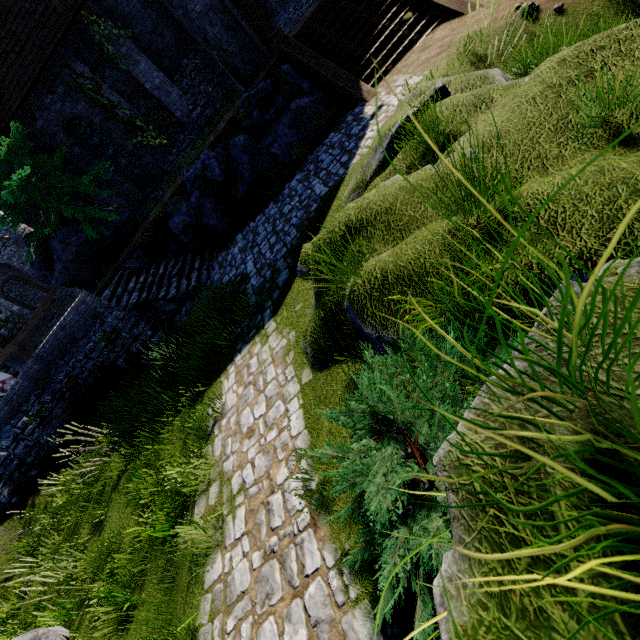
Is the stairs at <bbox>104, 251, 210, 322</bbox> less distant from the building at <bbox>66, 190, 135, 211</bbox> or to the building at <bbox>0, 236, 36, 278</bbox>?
the building at <bbox>66, 190, 135, 211</bbox>

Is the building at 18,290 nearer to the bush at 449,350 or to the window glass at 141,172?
the window glass at 141,172

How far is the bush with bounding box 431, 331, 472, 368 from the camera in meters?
2.5 m

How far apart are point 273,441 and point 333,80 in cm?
1050

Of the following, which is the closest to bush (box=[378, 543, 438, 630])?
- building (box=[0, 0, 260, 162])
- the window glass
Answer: building (box=[0, 0, 260, 162])

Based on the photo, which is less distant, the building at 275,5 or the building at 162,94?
the building at 162,94

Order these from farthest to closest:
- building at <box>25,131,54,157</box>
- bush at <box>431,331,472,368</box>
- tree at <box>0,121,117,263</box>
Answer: building at <box>25,131,54,157</box>, tree at <box>0,121,117,263</box>, bush at <box>431,331,472,368</box>
